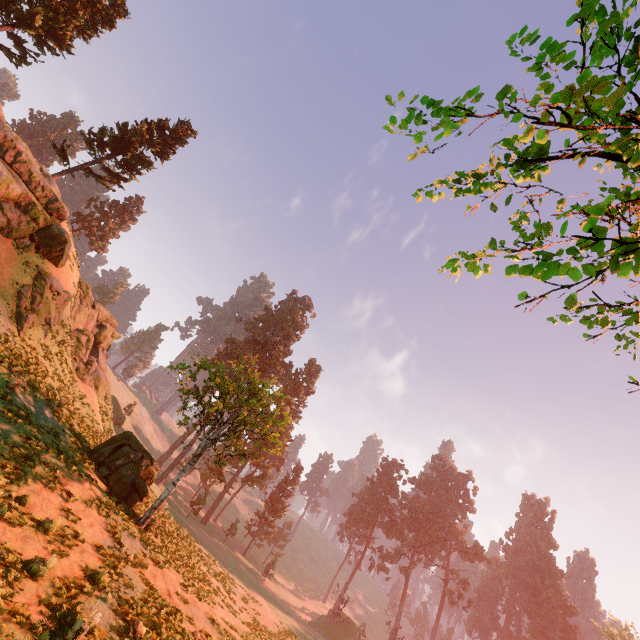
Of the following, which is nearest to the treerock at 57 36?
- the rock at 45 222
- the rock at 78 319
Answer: the rock at 45 222

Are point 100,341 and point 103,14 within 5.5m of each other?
no

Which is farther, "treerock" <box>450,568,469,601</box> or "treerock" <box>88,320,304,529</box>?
"treerock" <box>450,568,469,601</box>

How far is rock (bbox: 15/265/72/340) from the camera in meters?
19.1 m

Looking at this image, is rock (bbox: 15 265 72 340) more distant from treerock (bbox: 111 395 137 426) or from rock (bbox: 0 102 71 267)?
treerock (bbox: 111 395 137 426)

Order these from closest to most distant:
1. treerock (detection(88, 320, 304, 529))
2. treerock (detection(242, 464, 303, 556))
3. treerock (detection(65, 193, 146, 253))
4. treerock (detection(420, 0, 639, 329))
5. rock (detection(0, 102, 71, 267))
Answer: treerock (detection(420, 0, 639, 329))
treerock (detection(88, 320, 304, 529))
rock (detection(0, 102, 71, 267))
treerock (detection(65, 193, 146, 253))
treerock (detection(242, 464, 303, 556))

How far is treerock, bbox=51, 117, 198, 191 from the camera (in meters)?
27.14
